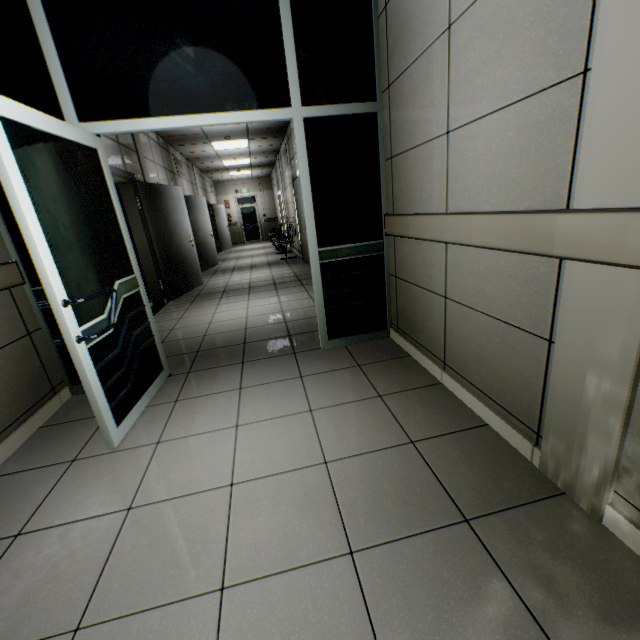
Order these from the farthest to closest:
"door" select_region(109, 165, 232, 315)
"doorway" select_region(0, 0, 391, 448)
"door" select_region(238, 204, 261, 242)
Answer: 1. "door" select_region(238, 204, 261, 242)
2. "door" select_region(109, 165, 232, 315)
3. "doorway" select_region(0, 0, 391, 448)

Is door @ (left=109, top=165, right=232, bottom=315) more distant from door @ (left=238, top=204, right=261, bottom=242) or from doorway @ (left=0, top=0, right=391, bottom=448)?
door @ (left=238, top=204, right=261, bottom=242)

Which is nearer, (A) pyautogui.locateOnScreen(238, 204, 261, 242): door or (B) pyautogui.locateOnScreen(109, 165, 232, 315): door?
(B) pyautogui.locateOnScreen(109, 165, 232, 315): door

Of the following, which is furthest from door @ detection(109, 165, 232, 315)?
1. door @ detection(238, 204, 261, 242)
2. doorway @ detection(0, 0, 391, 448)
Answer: door @ detection(238, 204, 261, 242)

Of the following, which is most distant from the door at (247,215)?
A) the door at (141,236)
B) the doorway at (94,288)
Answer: the doorway at (94,288)

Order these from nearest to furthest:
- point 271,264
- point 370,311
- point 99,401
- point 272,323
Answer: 1. point 99,401
2. point 370,311
3. point 272,323
4. point 271,264

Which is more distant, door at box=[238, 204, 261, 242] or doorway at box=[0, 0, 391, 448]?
door at box=[238, 204, 261, 242]
